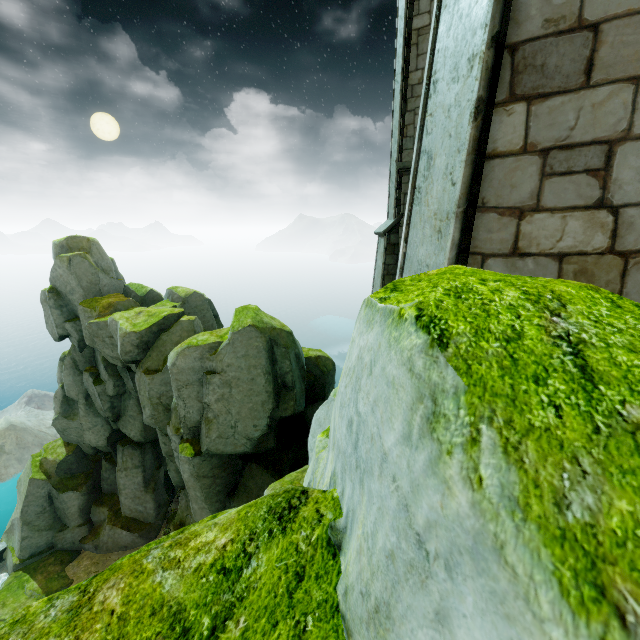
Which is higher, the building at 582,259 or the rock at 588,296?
the building at 582,259

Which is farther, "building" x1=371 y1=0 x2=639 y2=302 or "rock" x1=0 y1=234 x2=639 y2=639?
"building" x1=371 y1=0 x2=639 y2=302

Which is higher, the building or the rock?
the building

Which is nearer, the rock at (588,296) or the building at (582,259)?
the rock at (588,296)

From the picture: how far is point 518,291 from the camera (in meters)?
0.95
